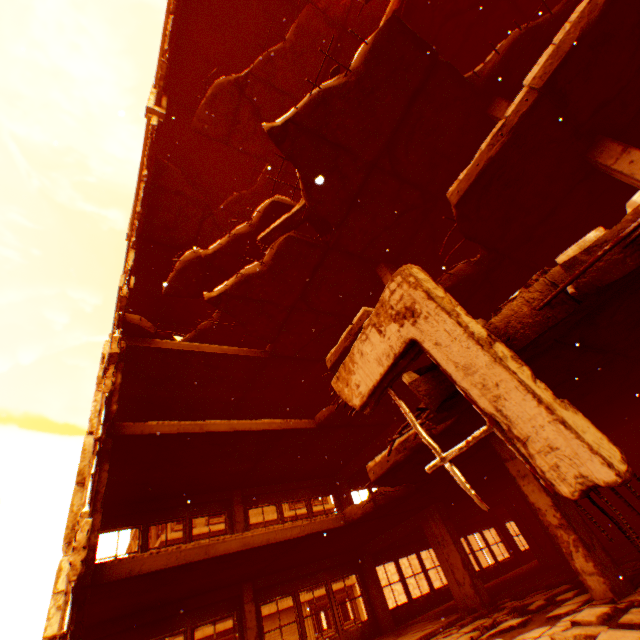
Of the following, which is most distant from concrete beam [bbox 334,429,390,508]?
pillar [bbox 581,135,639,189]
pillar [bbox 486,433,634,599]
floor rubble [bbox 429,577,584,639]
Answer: pillar [bbox 581,135,639,189]

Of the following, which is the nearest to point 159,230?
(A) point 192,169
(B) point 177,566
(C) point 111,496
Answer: (A) point 192,169

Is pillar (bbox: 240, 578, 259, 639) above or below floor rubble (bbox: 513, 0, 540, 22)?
below

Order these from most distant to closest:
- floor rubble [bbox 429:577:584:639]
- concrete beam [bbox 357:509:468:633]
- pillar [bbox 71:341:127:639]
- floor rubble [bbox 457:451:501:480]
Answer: concrete beam [bbox 357:509:468:633], floor rubble [bbox 457:451:501:480], floor rubble [bbox 429:577:584:639], pillar [bbox 71:341:127:639]

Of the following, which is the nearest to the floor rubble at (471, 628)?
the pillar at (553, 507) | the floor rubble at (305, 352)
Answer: the pillar at (553, 507)

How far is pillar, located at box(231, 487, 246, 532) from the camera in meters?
11.9

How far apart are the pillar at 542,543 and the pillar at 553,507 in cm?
843

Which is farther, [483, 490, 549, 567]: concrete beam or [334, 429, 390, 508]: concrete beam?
[334, 429, 390, 508]: concrete beam
